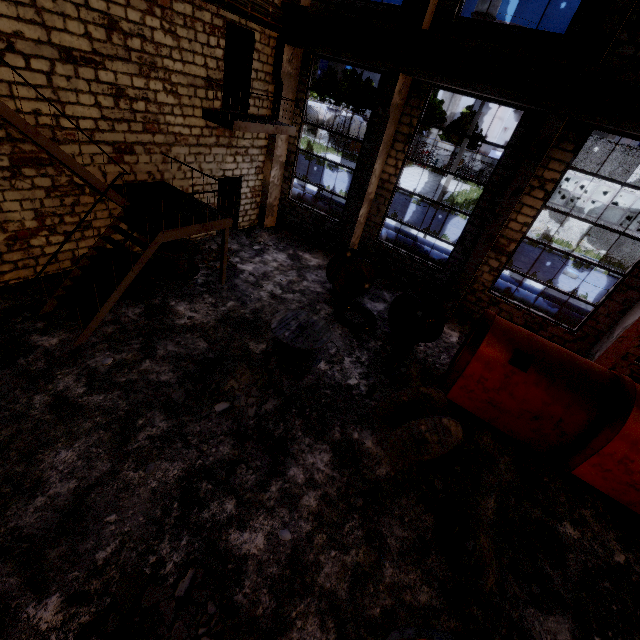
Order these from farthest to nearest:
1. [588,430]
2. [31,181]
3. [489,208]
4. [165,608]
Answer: [489,208] → [31,181] → [588,430] → [165,608]

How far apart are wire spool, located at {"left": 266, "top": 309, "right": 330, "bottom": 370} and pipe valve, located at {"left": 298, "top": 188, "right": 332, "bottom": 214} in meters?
9.7 m

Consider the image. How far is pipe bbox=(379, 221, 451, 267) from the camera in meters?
14.8 m

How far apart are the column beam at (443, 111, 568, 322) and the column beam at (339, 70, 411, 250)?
4.03m

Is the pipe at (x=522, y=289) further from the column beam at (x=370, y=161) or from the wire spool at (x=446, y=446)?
the wire spool at (x=446, y=446)

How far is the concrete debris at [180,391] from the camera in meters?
6.5 m

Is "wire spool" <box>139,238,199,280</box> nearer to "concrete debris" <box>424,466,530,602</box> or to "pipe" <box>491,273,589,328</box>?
"pipe" <box>491,273,589,328</box>

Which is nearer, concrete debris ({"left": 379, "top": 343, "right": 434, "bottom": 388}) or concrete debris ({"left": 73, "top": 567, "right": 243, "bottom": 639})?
concrete debris ({"left": 73, "top": 567, "right": 243, "bottom": 639})
